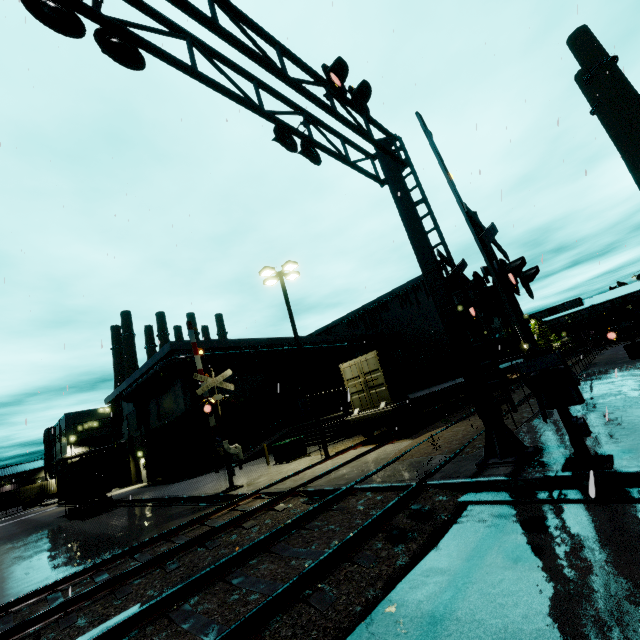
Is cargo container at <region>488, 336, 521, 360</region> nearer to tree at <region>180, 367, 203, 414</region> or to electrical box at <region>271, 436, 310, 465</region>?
tree at <region>180, 367, 203, 414</region>

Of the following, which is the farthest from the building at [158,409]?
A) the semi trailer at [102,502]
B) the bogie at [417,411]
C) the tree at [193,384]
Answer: the bogie at [417,411]

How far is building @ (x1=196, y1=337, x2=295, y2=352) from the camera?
28.3m

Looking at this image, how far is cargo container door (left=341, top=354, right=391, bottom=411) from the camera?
15.4m

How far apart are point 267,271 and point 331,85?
11.4 meters

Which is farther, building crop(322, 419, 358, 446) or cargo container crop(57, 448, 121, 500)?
building crop(322, 419, 358, 446)

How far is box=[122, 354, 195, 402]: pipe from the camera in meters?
25.6 m

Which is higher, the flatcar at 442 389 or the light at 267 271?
the light at 267 271
